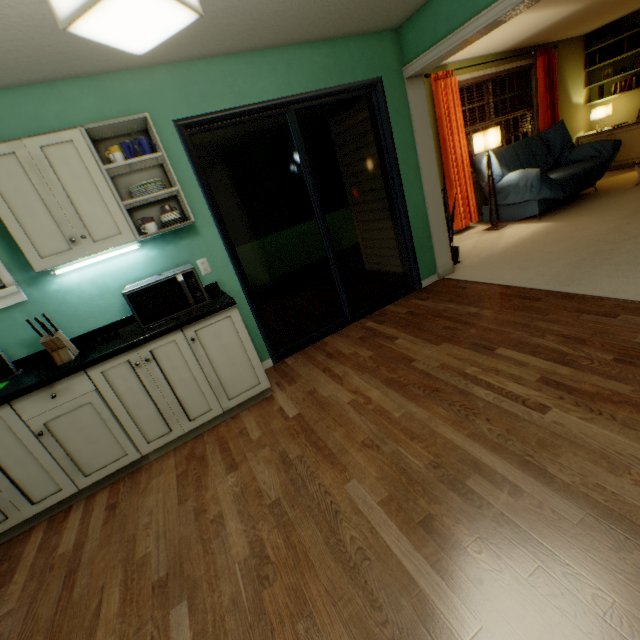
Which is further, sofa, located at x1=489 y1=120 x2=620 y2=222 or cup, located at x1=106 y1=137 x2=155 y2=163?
sofa, located at x1=489 y1=120 x2=620 y2=222

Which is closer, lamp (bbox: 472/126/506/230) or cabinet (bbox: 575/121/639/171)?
lamp (bbox: 472/126/506/230)

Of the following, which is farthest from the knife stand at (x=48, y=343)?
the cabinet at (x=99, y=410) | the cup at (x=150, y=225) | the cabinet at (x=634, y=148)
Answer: the cabinet at (x=634, y=148)

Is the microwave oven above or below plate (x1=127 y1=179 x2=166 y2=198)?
below

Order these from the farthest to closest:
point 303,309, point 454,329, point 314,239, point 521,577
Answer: point 314,239 → point 303,309 → point 454,329 → point 521,577

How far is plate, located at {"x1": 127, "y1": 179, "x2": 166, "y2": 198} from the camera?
2.15m

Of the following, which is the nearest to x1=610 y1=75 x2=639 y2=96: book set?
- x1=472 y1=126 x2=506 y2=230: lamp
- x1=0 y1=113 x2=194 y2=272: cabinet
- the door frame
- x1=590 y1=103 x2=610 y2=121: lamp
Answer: x1=590 y1=103 x2=610 y2=121: lamp

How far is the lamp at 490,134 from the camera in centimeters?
457cm
